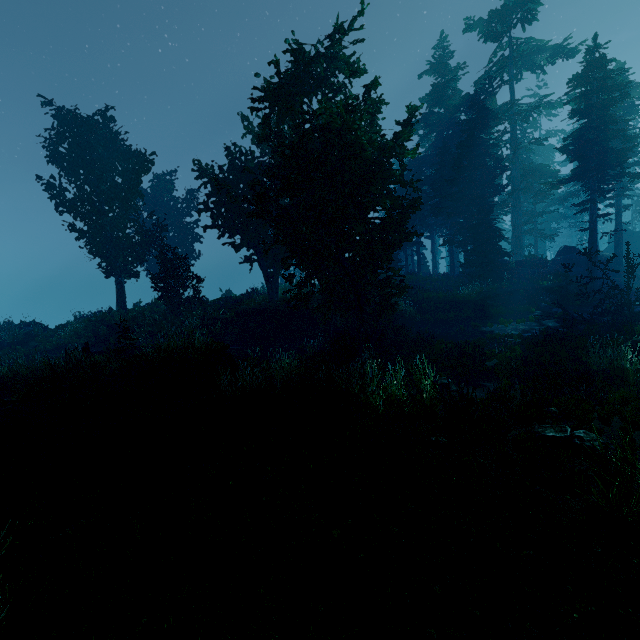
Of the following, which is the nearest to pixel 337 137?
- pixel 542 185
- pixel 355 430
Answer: pixel 355 430

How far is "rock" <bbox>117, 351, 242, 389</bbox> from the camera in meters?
10.6 m

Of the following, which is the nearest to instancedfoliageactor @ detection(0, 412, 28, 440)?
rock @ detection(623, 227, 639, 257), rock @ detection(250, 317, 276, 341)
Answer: rock @ detection(623, 227, 639, 257)

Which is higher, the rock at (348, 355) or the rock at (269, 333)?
the rock at (269, 333)

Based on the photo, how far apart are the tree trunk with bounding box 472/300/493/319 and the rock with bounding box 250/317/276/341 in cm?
1316

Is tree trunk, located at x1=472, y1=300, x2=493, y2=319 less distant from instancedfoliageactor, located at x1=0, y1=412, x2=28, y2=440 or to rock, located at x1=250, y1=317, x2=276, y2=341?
instancedfoliageactor, located at x1=0, y1=412, x2=28, y2=440

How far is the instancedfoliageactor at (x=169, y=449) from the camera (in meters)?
5.68

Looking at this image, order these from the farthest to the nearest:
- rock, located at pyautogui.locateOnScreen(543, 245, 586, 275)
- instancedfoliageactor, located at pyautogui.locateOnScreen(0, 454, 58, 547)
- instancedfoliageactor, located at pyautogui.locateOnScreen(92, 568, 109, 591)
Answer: rock, located at pyautogui.locateOnScreen(543, 245, 586, 275), instancedfoliageactor, located at pyautogui.locateOnScreen(0, 454, 58, 547), instancedfoliageactor, located at pyautogui.locateOnScreen(92, 568, 109, 591)
